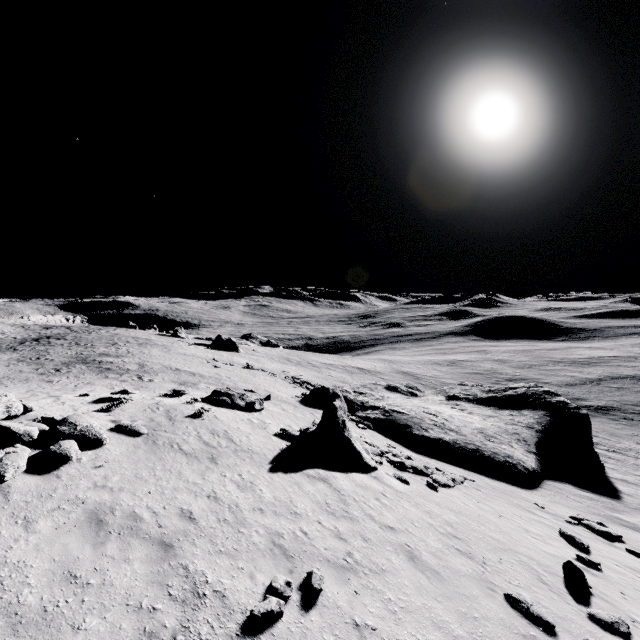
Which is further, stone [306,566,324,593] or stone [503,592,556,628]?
stone [503,592,556,628]

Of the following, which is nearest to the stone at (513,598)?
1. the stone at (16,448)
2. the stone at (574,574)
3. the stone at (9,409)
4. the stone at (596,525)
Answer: the stone at (574,574)

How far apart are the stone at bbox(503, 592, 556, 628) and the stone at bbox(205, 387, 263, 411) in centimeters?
1369cm

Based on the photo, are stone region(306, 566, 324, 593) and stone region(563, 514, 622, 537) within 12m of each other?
no

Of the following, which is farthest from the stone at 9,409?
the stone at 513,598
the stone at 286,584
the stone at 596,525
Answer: the stone at 596,525

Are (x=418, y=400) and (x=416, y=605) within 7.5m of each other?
no

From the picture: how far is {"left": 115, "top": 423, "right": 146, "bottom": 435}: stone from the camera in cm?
1172

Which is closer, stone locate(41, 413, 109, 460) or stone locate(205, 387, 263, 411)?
stone locate(41, 413, 109, 460)
